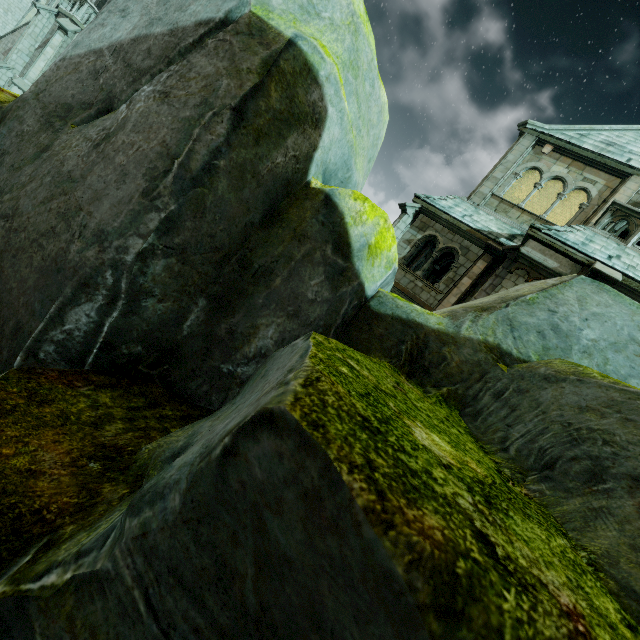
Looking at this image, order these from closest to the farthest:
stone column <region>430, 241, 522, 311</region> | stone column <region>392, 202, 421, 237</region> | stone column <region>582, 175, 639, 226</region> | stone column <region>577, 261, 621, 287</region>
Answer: stone column <region>577, 261, 621, 287</region> < stone column <region>430, 241, 522, 311</region> < stone column <region>582, 175, 639, 226</region> < stone column <region>392, 202, 421, 237</region>

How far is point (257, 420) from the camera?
0.72m

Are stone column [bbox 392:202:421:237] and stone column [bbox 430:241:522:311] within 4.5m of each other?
yes

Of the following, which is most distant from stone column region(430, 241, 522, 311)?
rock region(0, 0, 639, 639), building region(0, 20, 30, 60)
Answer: building region(0, 20, 30, 60)

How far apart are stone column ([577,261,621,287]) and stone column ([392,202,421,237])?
6.39m

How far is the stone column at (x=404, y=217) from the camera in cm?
1392

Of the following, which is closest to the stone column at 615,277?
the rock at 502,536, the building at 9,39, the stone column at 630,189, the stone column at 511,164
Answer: the rock at 502,536

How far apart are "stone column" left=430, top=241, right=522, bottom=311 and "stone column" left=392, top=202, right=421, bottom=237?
3.0 meters
